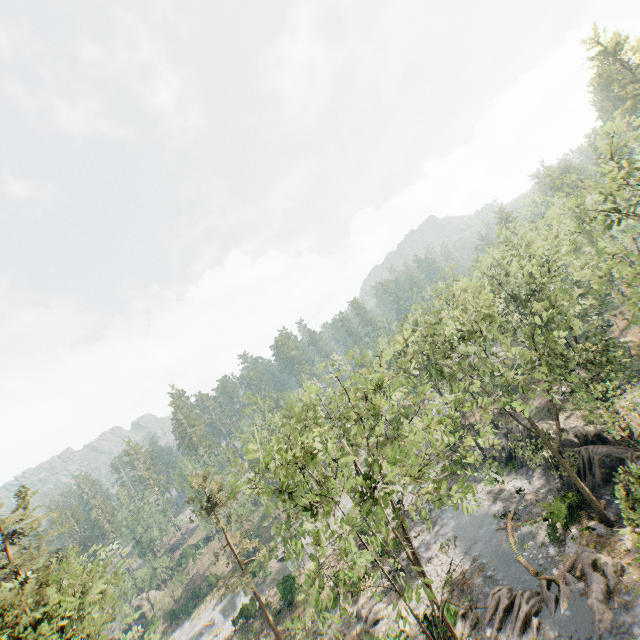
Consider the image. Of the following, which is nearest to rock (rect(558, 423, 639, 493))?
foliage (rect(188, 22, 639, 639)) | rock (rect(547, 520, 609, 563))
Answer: foliage (rect(188, 22, 639, 639))

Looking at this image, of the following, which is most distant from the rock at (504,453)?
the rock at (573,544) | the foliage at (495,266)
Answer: the rock at (573,544)

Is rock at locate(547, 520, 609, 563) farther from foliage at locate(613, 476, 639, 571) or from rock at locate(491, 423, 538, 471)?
rock at locate(491, 423, 538, 471)

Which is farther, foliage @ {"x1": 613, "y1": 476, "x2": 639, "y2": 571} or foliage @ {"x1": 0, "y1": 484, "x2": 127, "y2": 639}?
foliage @ {"x1": 0, "y1": 484, "x2": 127, "y2": 639}

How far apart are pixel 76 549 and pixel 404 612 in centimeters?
2682cm

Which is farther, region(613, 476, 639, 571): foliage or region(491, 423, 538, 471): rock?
region(491, 423, 538, 471): rock

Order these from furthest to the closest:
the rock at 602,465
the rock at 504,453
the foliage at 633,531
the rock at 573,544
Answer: the rock at 504,453 → the rock at 602,465 → the rock at 573,544 → the foliage at 633,531
